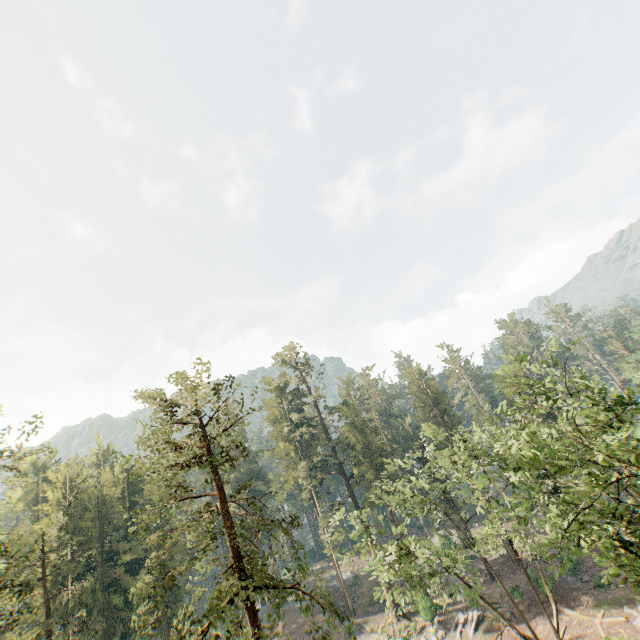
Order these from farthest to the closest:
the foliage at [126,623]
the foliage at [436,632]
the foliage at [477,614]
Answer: the foliage at [436,632]
the foliage at [477,614]
the foliage at [126,623]

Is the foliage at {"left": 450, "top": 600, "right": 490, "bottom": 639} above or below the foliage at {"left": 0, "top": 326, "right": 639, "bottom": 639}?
below

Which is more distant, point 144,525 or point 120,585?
point 120,585

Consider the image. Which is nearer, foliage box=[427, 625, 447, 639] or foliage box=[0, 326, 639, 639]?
foliage box=[0, 326, 639, 639]

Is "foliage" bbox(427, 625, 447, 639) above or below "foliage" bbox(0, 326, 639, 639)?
below

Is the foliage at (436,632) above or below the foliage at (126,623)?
below

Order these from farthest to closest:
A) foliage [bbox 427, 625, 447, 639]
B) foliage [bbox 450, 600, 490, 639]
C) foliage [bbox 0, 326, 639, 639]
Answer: foliage [bbox 427, 625, 447, 639], foliage [bbox 450, 600, 490, 639], foliage [bbox 0, 326, 639, 639]
